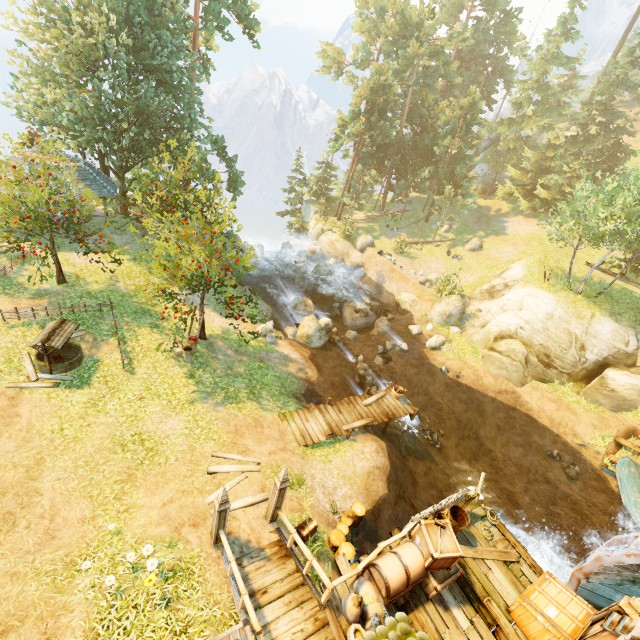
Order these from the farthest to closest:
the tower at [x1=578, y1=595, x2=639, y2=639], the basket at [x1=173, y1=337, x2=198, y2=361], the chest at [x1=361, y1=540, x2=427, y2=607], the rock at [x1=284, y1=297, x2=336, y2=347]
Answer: the rock at [x1=284, y1=297, x2=336, y2=347] < the basket at [x1=173, y1=337, x2=198, y2=361] < the chest at [x1=361, y1=540, x2=427, y2=607] < the tower at [x1=578, y1=595, x2=639, y2=639]

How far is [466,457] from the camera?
18.5m

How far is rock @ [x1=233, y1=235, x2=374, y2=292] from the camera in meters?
30.2

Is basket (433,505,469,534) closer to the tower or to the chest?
the chest

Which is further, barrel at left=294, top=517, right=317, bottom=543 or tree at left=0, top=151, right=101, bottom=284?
tree at left=0, top=151, right=101, bottom=284

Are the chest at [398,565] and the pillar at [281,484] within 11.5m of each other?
yes

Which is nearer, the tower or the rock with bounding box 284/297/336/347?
the tower

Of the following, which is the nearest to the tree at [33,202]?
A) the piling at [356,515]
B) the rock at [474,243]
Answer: the rock at [474,243]
